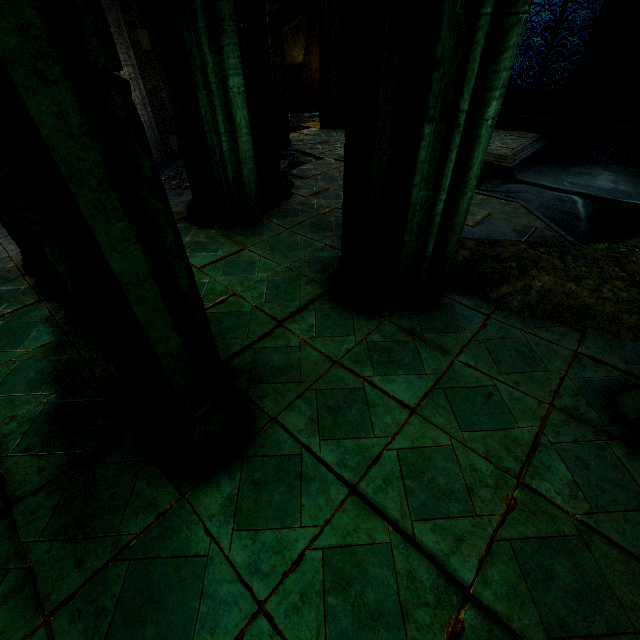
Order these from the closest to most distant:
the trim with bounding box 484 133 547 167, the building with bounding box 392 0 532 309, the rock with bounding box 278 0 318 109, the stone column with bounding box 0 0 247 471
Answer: the stone column with bounding box 0 0 247 471 < the building with bounding box 392 0 532 309 < the trim with bounding box 484 133 547 167 < the rock with bounding box 278 0 318 109

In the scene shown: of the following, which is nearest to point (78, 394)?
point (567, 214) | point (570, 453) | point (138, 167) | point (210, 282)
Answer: point (210, 282)

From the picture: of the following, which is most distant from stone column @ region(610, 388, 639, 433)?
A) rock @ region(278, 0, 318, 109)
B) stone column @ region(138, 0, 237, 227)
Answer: rock @ region(278, 0, 318, 109)

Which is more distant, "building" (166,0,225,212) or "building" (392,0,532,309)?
"building" (166,0,225,212)

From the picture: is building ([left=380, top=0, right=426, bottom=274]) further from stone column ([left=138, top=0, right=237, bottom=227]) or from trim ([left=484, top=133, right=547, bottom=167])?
trim ([left=484, top=133, right=547, bottom=167])

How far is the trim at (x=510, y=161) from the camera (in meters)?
8.54

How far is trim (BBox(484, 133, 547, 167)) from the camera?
8.5 meters

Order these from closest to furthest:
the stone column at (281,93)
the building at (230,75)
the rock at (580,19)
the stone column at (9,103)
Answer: the stone column at (9,103) < the building at (230,75) < the stone column at (281,93) < the rock at (580,19)
